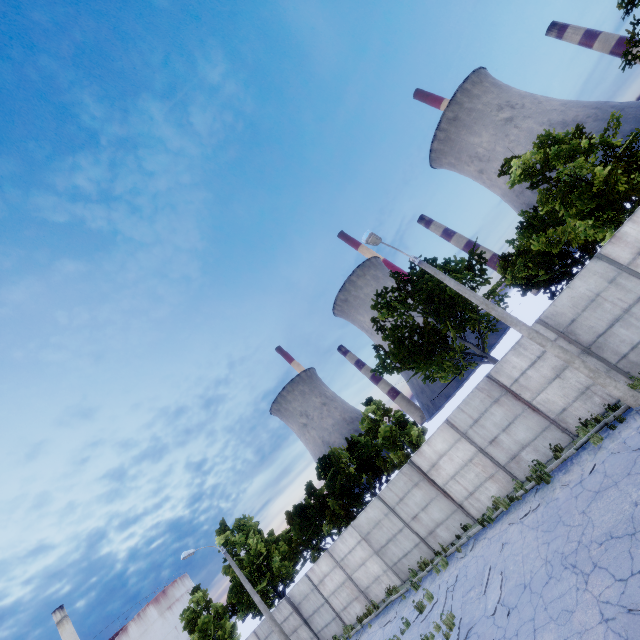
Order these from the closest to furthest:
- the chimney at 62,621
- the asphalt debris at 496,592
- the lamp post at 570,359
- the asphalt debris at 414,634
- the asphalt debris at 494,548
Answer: the asphalt debris at 496,592 → the asphalt debris at 414,634 → the lamp post at 570,359 → the asphalt debris at 494,548 → the chimney at 62,621

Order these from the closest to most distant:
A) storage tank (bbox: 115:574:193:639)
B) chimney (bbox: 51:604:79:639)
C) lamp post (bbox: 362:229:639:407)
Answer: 1. lamp post (bbox: 362:229:639:407)
2. chimney (bbox: 51:604:79:639)
3. storage tank (bbox: 115:574:193:639)

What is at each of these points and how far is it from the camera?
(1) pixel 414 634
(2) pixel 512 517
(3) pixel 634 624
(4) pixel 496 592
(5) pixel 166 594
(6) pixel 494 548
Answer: (1) asphalt debris, 11.9 meters
(2) asphalt debris, 11.9 meters
(3) asphalt debris, 5.7 meters
(4) asphalt debris, 9.6 meters
(5) storage tank, 54.8 meters
(6) asphalt debris, 11.4 meters

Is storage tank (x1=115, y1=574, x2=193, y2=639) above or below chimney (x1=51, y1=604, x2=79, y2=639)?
below

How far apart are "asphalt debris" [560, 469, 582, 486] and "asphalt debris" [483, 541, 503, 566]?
2.91m

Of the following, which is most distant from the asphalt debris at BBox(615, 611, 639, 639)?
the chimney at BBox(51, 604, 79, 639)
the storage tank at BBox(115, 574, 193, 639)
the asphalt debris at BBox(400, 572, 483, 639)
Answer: the storage tank at BBox(115, 574, 193, 639)

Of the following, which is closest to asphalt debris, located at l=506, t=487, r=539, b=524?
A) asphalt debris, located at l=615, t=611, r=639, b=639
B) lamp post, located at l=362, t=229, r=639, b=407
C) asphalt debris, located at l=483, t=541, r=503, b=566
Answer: asphalt debris, located at l=483, t=541, r=503, b=566

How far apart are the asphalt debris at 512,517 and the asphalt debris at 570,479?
1.3m
